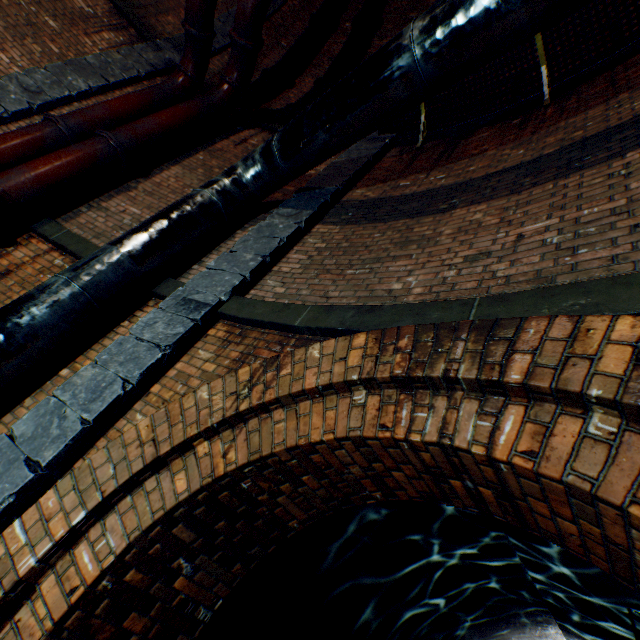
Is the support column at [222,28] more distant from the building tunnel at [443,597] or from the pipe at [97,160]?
the building tunnel at [443,597]

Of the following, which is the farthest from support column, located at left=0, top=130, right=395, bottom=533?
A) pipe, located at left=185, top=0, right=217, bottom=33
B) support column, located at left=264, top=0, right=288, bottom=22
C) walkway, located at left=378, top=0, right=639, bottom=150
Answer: pipe, located at left=185, top=0, right=217, bottom=33

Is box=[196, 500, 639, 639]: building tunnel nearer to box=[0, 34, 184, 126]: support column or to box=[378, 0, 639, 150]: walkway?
box=[378, 0, 639, 150]: walkway

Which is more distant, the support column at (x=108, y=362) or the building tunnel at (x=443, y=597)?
the building tunnel at (x=443, y=597)

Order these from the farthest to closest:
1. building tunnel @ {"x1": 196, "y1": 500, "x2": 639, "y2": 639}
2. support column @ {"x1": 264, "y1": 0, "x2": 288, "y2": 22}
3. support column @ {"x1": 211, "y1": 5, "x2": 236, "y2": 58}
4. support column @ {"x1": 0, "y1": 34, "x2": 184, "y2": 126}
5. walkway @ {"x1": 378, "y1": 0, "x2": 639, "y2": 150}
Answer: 1. support column @ {"x1": 264, "y1": 0, "x2": 288, "y2": 22}
2. support column @ {"x1": 211, "y1": 5, "x2": 236, "y2": 58}
3. support column @ {"x1": 0, "y1": 34, "x2": 184, "y2": 126}
4. walkway @ {"x1": 378, "y1": 0, "x2": 639, "y2": 150}
5. building tunnel @ {"x1": 196, "y1": 500, "x2": 639, "y2": 639}

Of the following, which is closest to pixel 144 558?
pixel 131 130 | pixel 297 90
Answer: pixel 131 130

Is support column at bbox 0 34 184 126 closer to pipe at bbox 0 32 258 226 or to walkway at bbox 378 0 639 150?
pipe at bbox 0 32 258 226

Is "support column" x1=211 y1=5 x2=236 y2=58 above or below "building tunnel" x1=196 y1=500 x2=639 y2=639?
above
